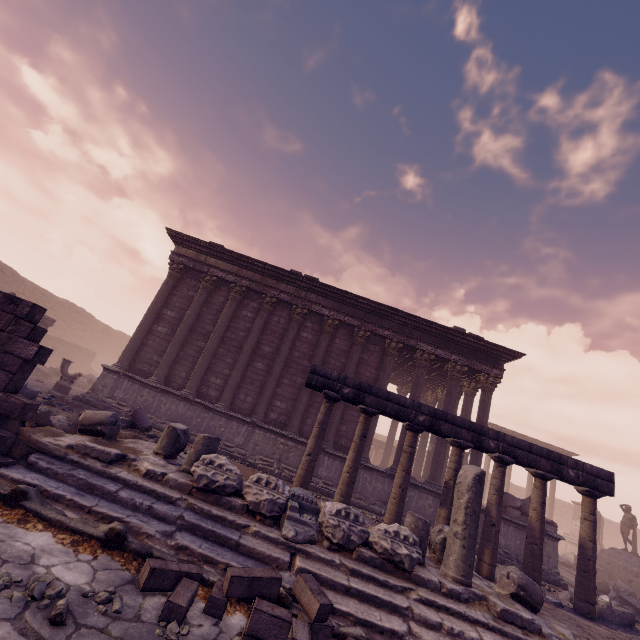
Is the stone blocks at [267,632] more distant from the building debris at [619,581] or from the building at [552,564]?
the building debris at [619,581]

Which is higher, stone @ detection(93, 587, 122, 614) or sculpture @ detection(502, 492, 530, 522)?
sculpture @ detection(502, 492, 530, 522)

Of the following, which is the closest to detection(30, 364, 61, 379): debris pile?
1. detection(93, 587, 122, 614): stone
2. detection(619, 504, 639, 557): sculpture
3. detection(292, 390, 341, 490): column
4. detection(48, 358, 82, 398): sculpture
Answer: detection(48, 358, 82, 398): sculpture

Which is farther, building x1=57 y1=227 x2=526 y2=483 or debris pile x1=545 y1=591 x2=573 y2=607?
building x1=57 y1=227 x2=526 y2=483

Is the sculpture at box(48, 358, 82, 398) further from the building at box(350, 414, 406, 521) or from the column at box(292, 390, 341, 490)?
the column at box(292, 390, 341, 490)

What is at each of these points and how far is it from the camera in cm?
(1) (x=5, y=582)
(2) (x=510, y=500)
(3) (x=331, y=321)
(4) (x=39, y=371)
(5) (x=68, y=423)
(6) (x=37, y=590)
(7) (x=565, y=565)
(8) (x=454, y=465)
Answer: (1) stone, 254
(2) sculpture, 1182
(3) building, 1360
(4) debris pile, 1680
(5) debris pile, 621
(6) stone, 257
(7) building debris, 1555
(8) column, 754

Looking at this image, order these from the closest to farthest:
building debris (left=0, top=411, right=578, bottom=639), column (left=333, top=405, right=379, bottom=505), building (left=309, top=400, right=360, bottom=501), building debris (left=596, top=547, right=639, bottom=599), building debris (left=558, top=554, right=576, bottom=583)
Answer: building debris (left=0, top=411, right=578, bottom=639) < column (left=333, top=405, right=379, bottom=505) < building (left=309, top=400, right=360, bottom=501) < building debris (left=596, top=547, right=639, bottom=599) < building debris (left=558, top=554, right=576, bottom=583)

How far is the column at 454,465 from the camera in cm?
717
